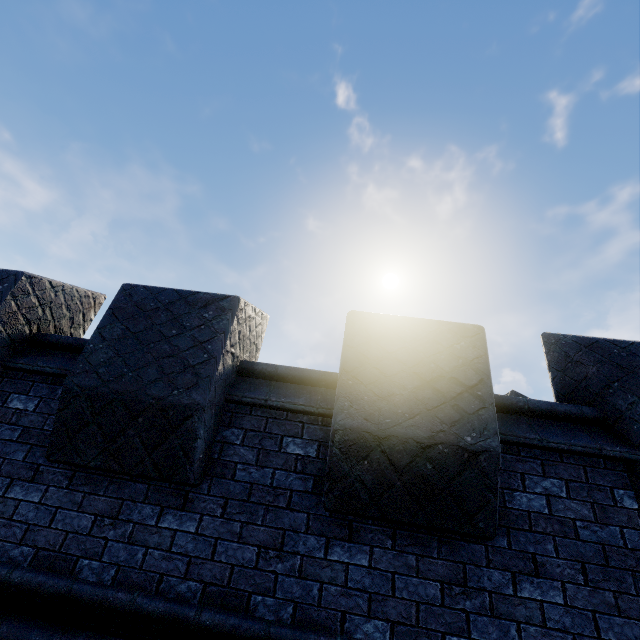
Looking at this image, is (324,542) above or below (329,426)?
below
